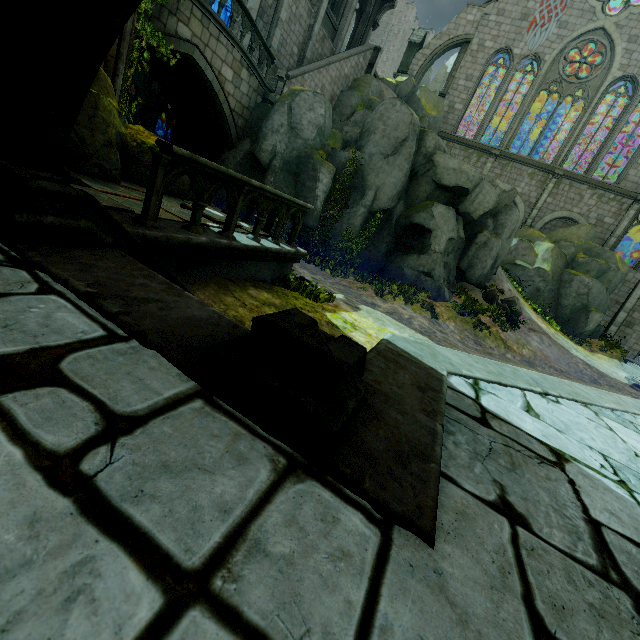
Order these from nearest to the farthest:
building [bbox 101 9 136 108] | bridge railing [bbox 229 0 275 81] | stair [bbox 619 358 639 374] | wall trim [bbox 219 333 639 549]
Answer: wall trim [bbox 219 333 639 549], building [bbox 101 9 136 108], bridge railing [bbox 229 0 275 81], stair [bbox 619 358 639 374]

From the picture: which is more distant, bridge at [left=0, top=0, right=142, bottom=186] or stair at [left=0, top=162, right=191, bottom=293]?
bridge at [left=0, top=0, right=142, bottom=186]

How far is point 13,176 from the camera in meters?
2.1 m

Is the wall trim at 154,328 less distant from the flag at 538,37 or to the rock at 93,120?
the rock at 93,120

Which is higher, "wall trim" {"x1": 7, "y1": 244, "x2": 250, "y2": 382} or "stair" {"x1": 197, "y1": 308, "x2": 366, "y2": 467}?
"stair" {"x1": 197, "y1": 308, "x2": 366, "y2": 467}

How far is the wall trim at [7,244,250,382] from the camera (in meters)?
1.67

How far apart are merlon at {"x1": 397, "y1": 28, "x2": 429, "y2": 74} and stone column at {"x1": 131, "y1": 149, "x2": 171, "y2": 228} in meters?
32.8

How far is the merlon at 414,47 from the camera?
27.3 meters
